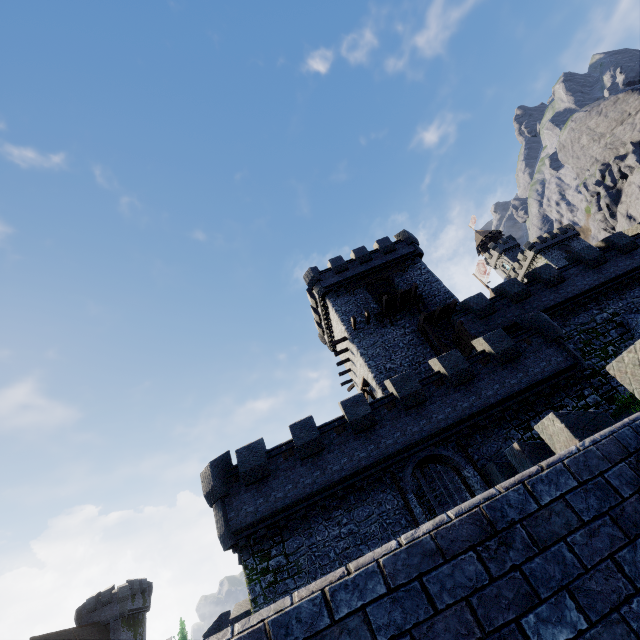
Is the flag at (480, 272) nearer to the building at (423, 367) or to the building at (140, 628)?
the building at (423, 367)

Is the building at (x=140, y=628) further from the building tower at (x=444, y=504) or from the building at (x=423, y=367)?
the building at (x=423, y=367)

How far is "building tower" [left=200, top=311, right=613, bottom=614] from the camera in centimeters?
1452cm

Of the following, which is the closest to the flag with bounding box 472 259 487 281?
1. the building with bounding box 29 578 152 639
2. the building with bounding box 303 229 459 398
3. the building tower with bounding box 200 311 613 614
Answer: the building with bounding box 303 229 459 398

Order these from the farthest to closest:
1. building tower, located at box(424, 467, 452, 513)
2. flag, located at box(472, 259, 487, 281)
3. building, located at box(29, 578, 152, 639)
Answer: flag, located at box(472, 259, 487, 281) → building, located at box(29, 578, 152, 639) → building tower, located at box(424, 467, 452, 513)

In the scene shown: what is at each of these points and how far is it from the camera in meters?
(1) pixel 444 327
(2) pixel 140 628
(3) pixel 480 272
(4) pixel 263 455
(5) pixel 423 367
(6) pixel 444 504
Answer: (1) building, 25.6
(2) building, 48.8
(3) flag, 46.7
(4) building tower, 16.3
(5) building, 23.8
(6) building tower, 29.9
